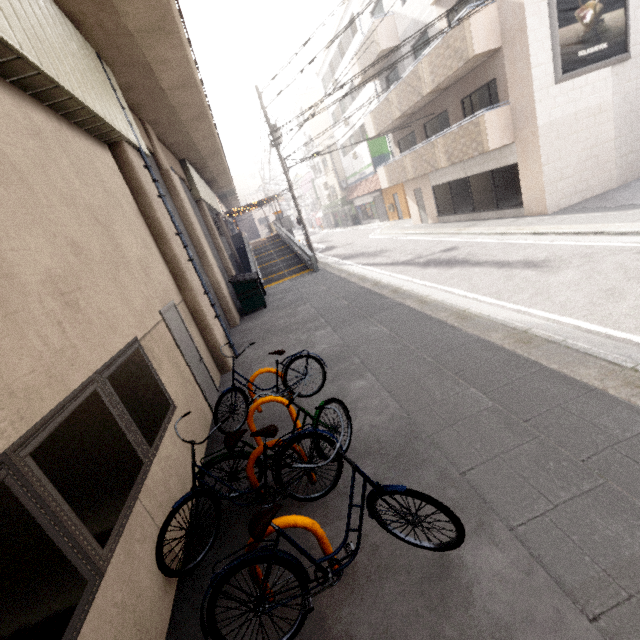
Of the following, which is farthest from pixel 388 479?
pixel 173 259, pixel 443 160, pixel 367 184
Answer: pixel 367 184

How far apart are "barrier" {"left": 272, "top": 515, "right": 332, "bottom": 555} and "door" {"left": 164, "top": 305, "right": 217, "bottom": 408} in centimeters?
376cm

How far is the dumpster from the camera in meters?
12.2

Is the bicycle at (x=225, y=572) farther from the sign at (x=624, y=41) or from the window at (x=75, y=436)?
the sign at (x=624, y=41)

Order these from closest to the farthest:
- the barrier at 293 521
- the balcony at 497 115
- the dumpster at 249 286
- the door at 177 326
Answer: the barrier at 293 521
the door at 177 326
the balcony at 497 115
the dumpster at 249 286

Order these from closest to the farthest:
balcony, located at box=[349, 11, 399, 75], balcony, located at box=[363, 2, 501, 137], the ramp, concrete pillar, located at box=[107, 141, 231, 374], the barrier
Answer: the barrier < concrete pillar, located at box=[107, 141, 231, 374] < balcony, located at box=[363, 2, 501, 137] < balcony, located at box=[349, 11, 399, 75] < the ramp

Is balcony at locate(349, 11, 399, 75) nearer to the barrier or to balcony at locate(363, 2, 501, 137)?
balcony at locate(363, 2, 501, 137)

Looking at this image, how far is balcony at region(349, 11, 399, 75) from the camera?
15.1 meters
